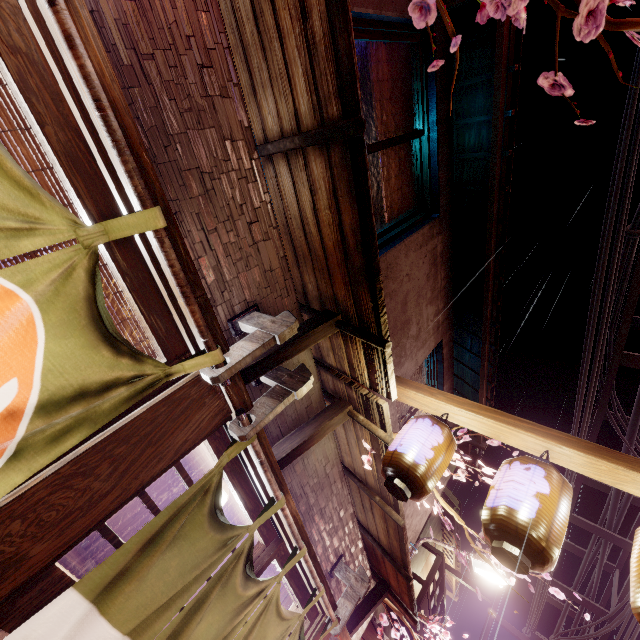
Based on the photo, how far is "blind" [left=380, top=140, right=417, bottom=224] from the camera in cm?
686

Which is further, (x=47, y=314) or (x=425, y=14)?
(x=425, y=14)

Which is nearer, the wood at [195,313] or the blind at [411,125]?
the wood at [195,313]

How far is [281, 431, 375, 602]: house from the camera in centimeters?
624cm

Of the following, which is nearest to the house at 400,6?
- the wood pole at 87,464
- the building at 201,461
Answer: the wood pole at 87,464

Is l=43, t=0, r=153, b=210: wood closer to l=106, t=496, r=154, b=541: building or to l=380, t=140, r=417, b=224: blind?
l=106, t=496, r=154, b=541: building

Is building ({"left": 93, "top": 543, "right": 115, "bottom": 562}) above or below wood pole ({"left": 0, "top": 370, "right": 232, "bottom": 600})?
below

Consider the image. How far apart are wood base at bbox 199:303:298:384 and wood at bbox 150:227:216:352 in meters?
0.2 m
